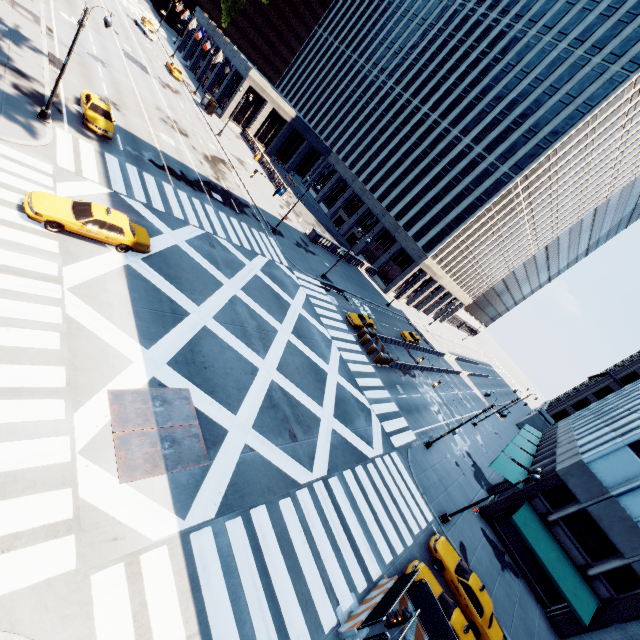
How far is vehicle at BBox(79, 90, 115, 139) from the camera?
22.7 meters

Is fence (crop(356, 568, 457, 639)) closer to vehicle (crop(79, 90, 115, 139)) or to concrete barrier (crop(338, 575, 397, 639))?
concrete barrier (crop(338, 575, 397, 639))

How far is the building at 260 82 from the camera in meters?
55.2 m

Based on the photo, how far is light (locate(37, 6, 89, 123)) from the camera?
17.5 meters

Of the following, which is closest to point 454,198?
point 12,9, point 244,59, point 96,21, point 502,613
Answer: point 244,59

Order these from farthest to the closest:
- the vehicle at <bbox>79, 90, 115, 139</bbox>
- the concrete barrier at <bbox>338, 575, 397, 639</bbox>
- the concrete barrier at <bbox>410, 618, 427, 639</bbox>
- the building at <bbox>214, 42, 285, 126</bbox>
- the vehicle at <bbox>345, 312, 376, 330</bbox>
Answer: the building at <bbox>214, 42, 285, 126</bbox> < the vehicle at <bbox>345, 312, 376, 330</bbox> < the vehicle at <bbox>79, 90, 115, 139</bbox> < the concrete barrier at <bbox>410, 618, 427, 639</bbox> < the concrete barrier at <bbox>338, 575, 397, 639</bbox>

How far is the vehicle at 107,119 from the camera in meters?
22.7

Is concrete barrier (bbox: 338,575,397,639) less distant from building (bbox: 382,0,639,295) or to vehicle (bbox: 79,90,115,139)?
vehicle (bbox: 79,90,115,139)
